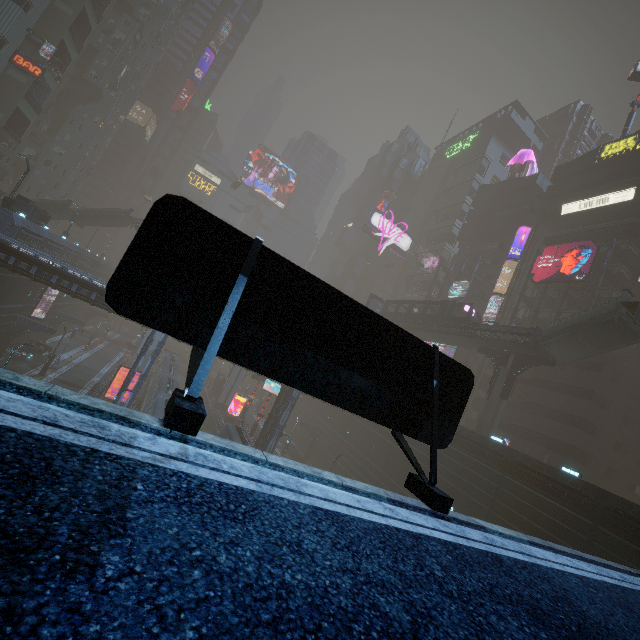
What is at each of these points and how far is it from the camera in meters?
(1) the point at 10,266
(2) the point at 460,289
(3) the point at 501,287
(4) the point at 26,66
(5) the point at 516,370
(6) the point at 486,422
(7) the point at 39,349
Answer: (1) building, 22.8 m
(2) sign, 50.6 m
(3) building, 52.3 m
(4) sign, 43.7 m
(5) building structure, 31.6 m
(6) sm, 31.3 m
(7) car, 36.3 m

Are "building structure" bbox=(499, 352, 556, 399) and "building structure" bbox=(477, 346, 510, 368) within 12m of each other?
yes

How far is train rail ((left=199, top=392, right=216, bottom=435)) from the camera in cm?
4206

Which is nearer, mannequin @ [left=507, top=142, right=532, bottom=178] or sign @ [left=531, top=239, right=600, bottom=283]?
sign @ [left=531, top=239, right=600, bottom=283]

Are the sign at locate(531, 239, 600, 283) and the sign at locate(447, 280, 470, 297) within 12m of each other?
yes

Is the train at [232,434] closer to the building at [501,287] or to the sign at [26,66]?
the building at [501,287]

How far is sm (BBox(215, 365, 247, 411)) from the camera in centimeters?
5209cm

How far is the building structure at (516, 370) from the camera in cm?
2977
